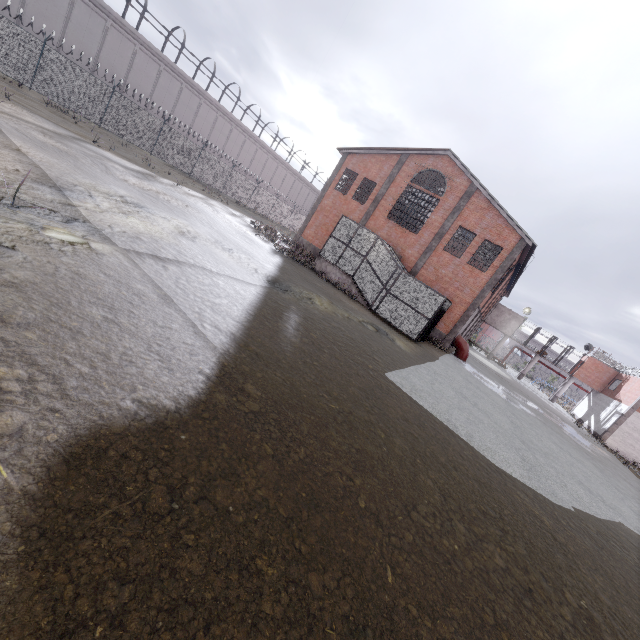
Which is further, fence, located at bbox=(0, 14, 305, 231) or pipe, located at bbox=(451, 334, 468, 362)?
pipe, located at bbox=(451, 334, 468, 362)

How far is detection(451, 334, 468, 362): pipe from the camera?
23.81m

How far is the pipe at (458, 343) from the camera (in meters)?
23.81

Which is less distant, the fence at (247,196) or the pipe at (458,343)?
the fence at (247,196)

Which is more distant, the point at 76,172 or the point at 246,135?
the point at 246,135
